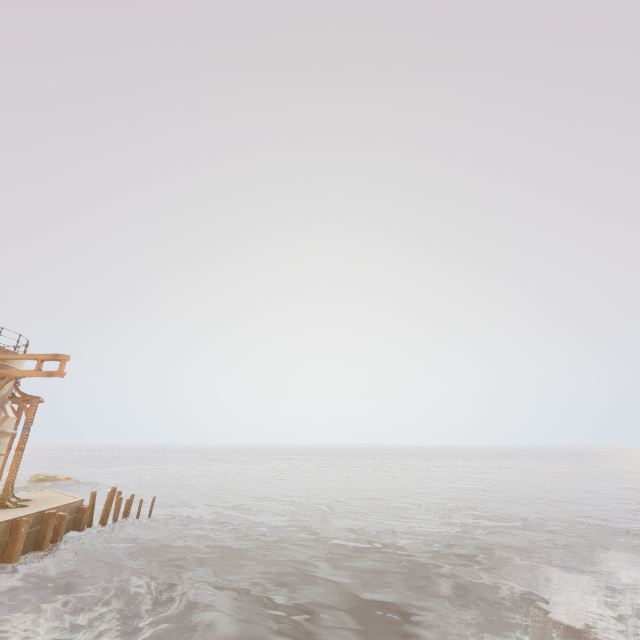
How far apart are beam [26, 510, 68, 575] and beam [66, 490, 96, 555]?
2.2m

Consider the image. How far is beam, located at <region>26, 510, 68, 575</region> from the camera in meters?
13.7 m

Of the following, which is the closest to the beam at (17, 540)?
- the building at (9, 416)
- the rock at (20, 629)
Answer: the building at (9, 416)

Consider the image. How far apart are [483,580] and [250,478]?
44.06m

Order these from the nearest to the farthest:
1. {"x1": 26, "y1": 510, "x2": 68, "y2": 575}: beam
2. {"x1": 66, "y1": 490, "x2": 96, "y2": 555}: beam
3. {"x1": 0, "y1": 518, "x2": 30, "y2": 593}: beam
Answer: {"x1": 0, "y1": 518, "x2": 30, "y2": 593}: beam, {"x1": 26, "y1": 510, "x2": 68, "y2": 575}: beam, {"x1": 66, "y1": 490, "x2": 96, "y2": 555}: beam

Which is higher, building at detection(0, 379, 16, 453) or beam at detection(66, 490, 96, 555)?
building at detection(0, 379, 16, 453)

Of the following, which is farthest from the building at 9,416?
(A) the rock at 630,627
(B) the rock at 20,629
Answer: (A) the rock at 630,627

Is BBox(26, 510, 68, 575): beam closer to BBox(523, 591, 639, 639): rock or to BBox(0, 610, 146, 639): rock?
BBox(0, 610, 146, 639): rock
